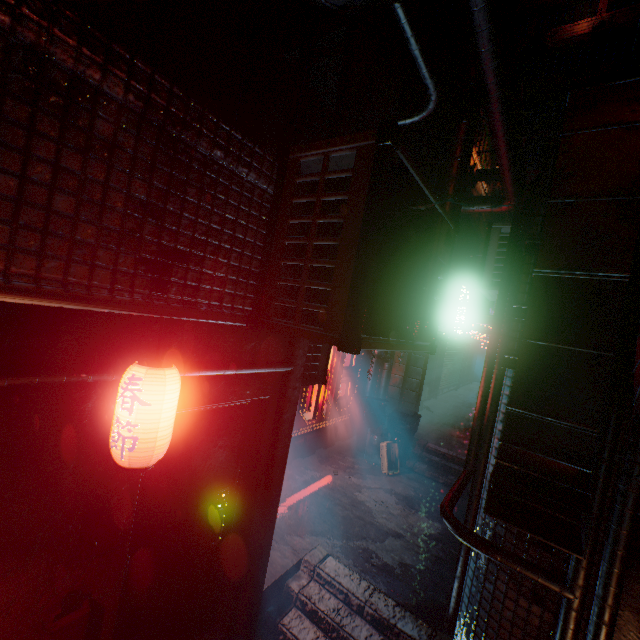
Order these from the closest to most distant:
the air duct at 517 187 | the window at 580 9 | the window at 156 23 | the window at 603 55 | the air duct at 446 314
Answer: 1. the window at 156 23
2. the air duct at 517 187
3. the air duct at 446 314
4. the window at 603 55
5. the window at 580 9

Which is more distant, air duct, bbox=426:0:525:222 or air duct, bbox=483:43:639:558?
air duct, bbox=426:0:525:222

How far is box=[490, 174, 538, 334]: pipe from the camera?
3.0 meters

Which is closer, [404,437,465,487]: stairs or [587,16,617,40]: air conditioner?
[404,437,465,487]: stairs

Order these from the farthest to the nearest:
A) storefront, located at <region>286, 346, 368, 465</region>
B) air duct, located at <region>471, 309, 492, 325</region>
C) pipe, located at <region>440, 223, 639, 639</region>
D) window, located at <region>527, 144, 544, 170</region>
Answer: window, located at <region>527, 144, 544, 170</region> → air duct, located at <region>471, 309, 492, 325</region> → storefront, located at <region>286, 346, 368, 465</region> → pipe, located at <region>440, 223, 639, 639</region>

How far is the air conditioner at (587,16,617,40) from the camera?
18.28m

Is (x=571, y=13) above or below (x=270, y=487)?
above

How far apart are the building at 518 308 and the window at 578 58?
26.9m
